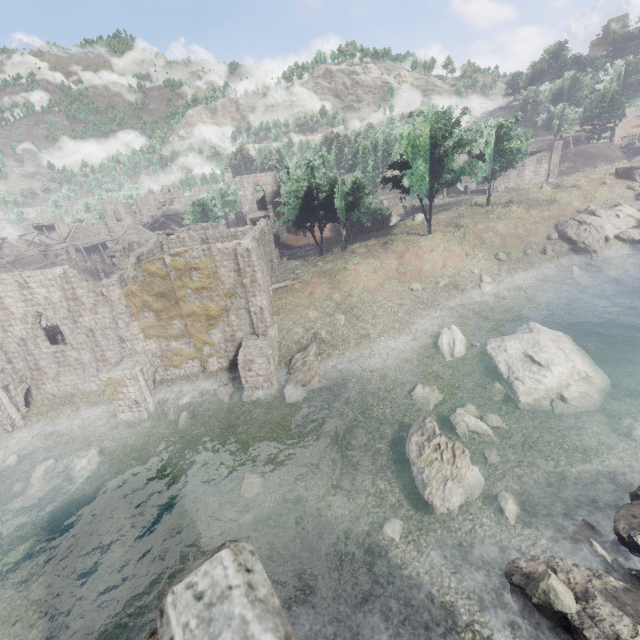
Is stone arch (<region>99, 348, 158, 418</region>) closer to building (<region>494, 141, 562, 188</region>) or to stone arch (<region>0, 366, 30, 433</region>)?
stone arch (<region>0, 366, 30, 433</region>)

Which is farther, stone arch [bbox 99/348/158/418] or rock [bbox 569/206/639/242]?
rock [bbox 569/206/639/242]

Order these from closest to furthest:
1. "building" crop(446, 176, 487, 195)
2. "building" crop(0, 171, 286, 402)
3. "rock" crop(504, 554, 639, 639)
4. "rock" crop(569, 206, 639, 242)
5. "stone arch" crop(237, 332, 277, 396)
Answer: "rock" crop(504, 554, 639, 639) < "stone arch" crop(237, 332, 277, 396) < "building" crop(0, 171, 286, 402) < "rock" crop(569, 206, 639, 242) < "building" crop(446, 176, 487, 195)

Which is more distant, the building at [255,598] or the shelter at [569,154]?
the shelter at [569,154]

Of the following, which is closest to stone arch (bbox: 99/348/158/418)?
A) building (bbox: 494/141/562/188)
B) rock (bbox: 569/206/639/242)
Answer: rock (bbox: 569/206/639/242)

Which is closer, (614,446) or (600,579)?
(600,579)

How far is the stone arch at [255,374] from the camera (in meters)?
21.64

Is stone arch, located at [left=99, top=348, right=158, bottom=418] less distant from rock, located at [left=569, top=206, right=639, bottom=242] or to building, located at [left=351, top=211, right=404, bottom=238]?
building, located at [left=351, top=211, right=404, bottom=238]
